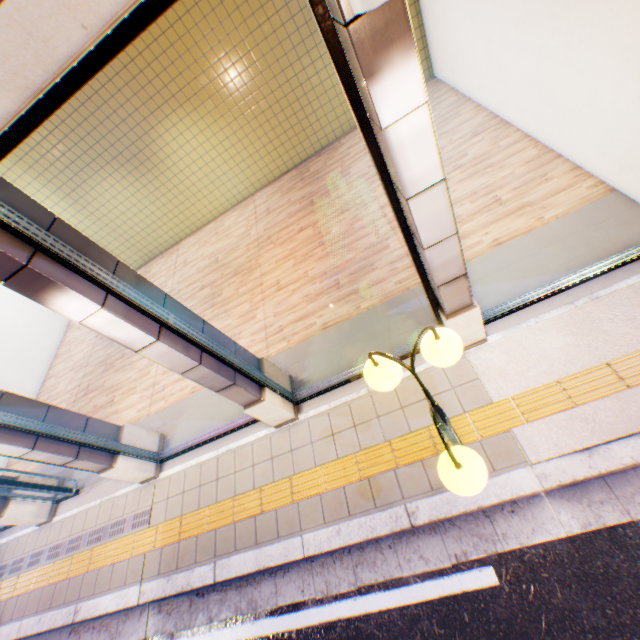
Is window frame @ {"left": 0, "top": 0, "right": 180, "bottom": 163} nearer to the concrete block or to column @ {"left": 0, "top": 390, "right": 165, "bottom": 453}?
the concrete block

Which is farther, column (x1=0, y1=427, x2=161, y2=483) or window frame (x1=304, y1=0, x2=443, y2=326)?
column (x1=0, y1=427, x2=161, y2=483)

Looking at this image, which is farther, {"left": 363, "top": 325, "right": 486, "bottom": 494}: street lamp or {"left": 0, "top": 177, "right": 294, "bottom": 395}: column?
{"left": 0, "top": 177, "right": 294, "bottom": 395}: column

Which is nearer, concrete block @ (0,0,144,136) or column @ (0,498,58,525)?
concrete block @ (0,0,144,136)

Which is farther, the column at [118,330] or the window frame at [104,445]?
the window frame at [104,445]

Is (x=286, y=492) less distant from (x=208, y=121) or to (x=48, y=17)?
(x=48, y=17)

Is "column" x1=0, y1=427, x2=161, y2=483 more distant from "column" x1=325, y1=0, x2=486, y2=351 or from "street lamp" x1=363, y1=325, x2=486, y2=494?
"column" x1=325, y1=0, x2=486, y2=351

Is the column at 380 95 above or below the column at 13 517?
above
